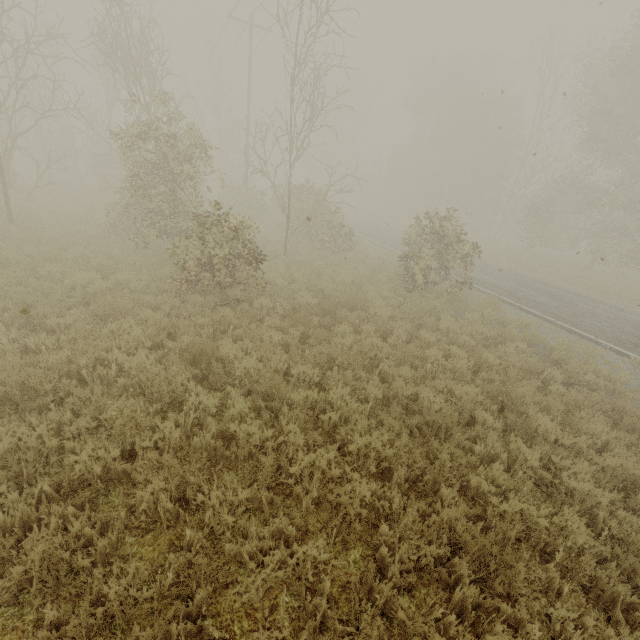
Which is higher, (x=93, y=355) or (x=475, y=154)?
(x=475, y=154)
